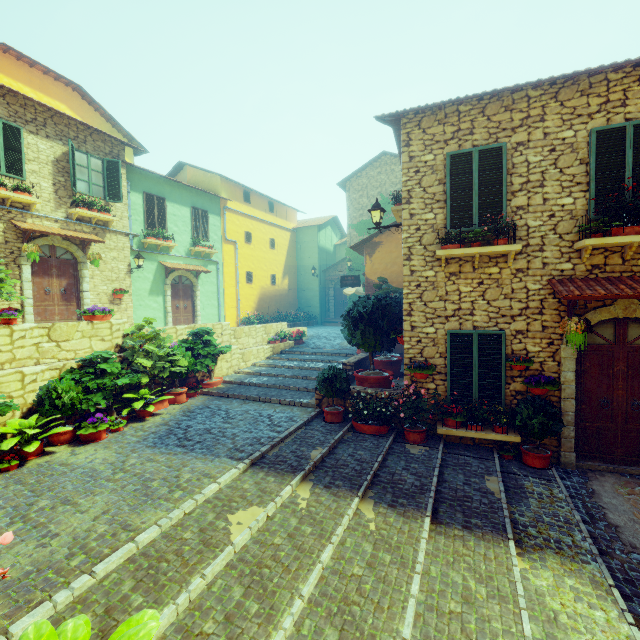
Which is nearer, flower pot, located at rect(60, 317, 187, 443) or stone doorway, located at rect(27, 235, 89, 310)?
flower pot, located at rect(60, 317, 187, 443)

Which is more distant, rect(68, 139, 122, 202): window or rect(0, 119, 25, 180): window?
rect(68, 139, 122, 202): window

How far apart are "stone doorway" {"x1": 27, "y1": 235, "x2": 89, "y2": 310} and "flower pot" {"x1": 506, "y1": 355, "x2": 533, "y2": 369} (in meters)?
13.53

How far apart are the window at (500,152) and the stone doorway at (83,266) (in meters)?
12.30

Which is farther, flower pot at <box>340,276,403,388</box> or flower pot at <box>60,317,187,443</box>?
flower pot at <box>340,276,403,388</box>

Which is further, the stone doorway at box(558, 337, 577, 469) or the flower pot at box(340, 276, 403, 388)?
the flower pot at box(340, 276, 403, 388)

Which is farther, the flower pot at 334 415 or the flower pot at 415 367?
the flower pot at 334 415

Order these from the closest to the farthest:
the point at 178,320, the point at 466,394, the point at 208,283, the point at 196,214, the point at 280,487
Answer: the point at 280,487 → the point at 466,394 → the point at 178,320 → the point at 196,214 → the point at 208,283
